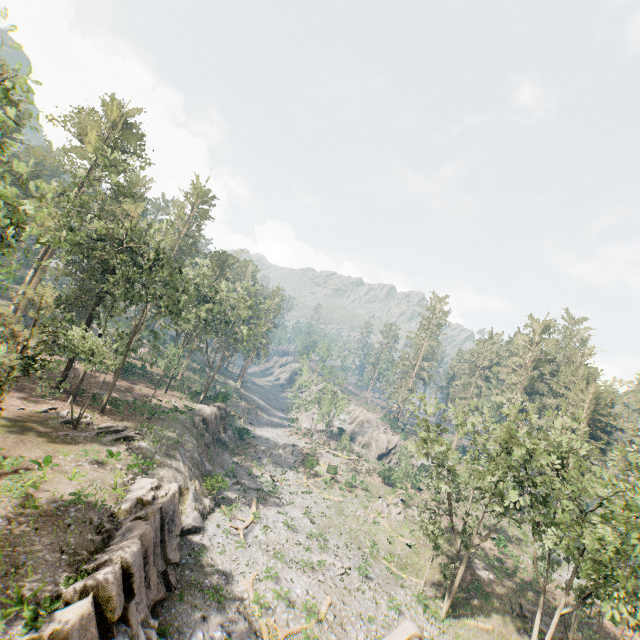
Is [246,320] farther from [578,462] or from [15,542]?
[578,462]

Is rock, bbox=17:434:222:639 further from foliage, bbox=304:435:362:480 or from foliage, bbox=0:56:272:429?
foliage, bbox=0:56:272:429

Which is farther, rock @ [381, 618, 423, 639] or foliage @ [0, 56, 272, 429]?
rock @ [381, 618, 423, 639]

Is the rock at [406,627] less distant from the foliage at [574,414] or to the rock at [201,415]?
the foliage at [574,414]

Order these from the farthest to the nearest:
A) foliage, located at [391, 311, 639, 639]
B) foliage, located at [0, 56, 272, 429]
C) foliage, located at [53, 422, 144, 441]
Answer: foliage, located at [53, 422, 144, 441]
foliage, located at [391, 311, 639, 639]
foliage, located at [0, 56, 272, 429]

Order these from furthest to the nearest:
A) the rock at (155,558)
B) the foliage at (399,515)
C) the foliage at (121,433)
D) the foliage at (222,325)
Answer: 1. the foliage at (399,515)
2. the foliage at (121,433)
3. the foliage at (222,325)
4. the rock at (155,558)

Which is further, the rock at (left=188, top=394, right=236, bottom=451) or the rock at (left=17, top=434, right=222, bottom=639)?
the rock at (left=188, top=394, right=236, bottom=451)
